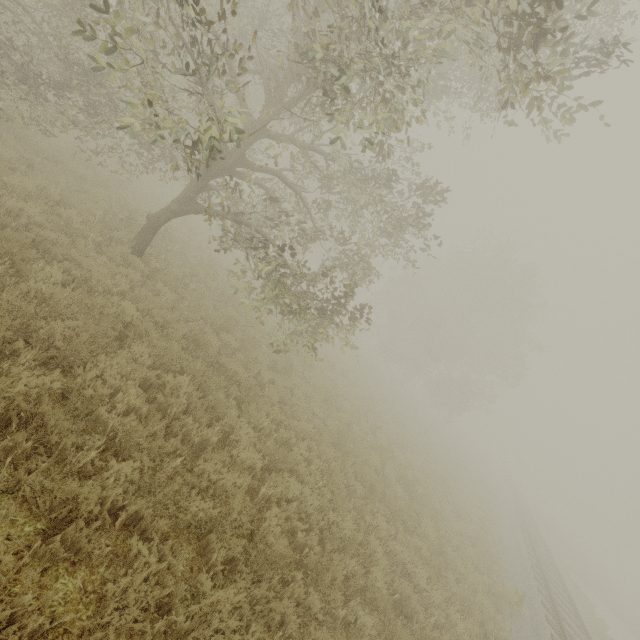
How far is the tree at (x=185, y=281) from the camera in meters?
10.1 m

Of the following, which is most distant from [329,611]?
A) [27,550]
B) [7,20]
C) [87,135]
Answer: [7,20]

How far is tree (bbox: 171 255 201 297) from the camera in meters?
10.1 m
